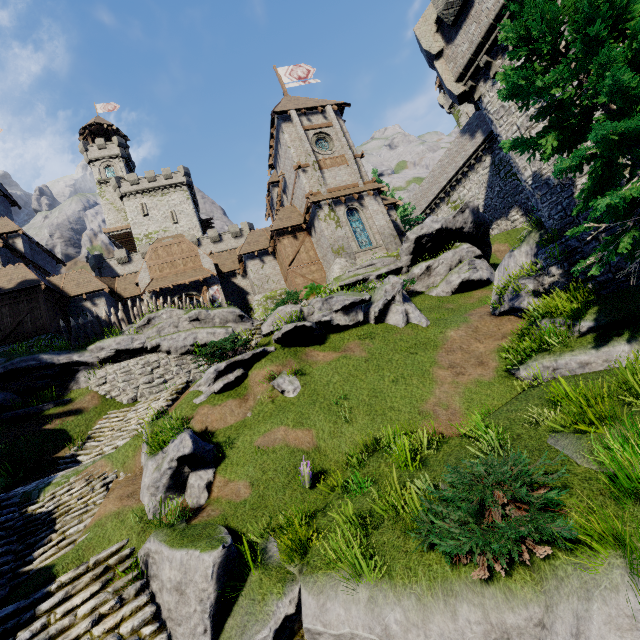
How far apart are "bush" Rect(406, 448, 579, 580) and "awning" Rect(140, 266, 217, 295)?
25.80m

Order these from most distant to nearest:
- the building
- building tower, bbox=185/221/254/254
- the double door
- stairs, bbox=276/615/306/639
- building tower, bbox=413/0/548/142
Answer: building tower, bbox=185/221/254/254 < the double door < the building < building tower, bbox=413/0/548/142 < stairs, bbox=276/615/306/639

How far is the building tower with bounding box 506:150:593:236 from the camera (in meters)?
11.26

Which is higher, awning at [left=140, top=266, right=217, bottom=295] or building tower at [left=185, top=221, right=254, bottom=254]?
building tower at [left=185, top=221, right=254, bottom=254]

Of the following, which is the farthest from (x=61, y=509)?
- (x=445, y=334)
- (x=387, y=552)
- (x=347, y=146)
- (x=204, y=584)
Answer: (x=347, y=146)

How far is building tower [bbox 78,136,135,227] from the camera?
A: 51.7m

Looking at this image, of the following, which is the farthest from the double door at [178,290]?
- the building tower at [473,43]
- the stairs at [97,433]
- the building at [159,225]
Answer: the building tower at [473,43]

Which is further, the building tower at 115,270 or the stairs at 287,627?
the building tower at 115,270
